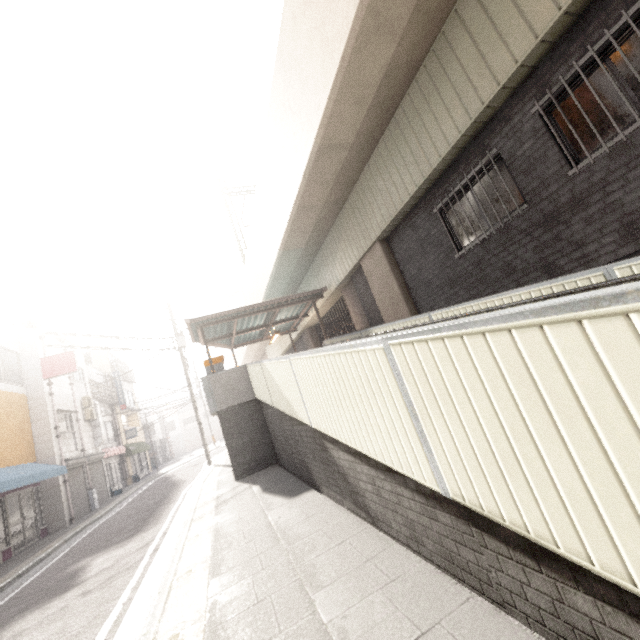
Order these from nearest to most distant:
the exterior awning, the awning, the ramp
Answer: the ramp, the awning, the exterior awning

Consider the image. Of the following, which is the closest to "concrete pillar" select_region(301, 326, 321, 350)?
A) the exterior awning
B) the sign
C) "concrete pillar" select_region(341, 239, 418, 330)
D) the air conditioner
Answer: the exterior awning

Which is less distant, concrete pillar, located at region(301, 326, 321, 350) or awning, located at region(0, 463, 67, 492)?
awning, located at region(0, 463, 67, 492)

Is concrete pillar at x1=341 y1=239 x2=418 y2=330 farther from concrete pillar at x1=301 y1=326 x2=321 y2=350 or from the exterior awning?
concrete pillar at x1=301 y1=326 x2=321 y2=350

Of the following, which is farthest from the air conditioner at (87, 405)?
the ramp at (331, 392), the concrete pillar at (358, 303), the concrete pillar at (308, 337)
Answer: the concrete pillar at (358, 303)

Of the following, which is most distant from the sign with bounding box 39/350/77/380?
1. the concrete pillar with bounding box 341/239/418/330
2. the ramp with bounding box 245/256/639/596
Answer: the concrete pillar with bounding box 341/239/418/330

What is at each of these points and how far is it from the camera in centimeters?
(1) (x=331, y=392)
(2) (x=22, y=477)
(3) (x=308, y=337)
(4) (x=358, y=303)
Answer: (1) ramp, 385cm
(2) awning, 1071cm
(3) concrete pillar, 1802cm
(4) concrete pillar, 1202cm

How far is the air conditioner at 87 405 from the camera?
18.2 meters
